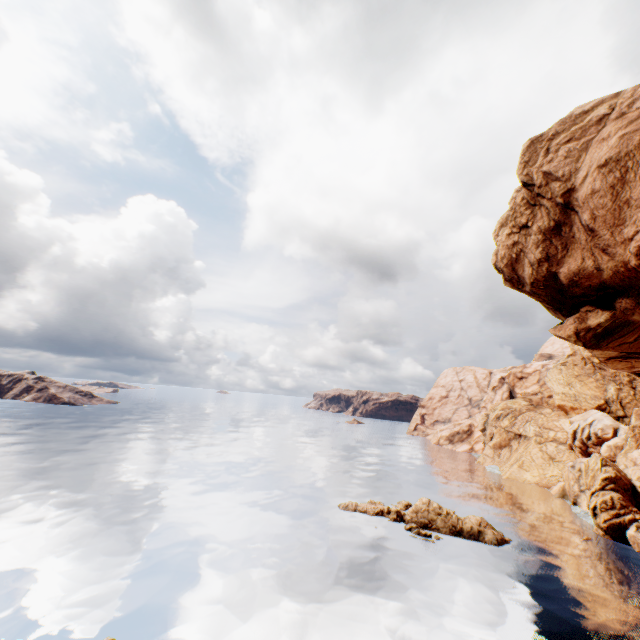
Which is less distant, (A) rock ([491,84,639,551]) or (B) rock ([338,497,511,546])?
(A) rock ([491,84,639,551])

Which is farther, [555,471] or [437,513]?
[555,471]

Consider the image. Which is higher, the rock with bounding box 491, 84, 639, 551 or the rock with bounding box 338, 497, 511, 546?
the rock with bounding box 491, 84, 639, 551

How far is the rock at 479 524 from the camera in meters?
31.9

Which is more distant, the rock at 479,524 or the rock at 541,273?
the rock at 479,524

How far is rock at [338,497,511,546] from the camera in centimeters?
3194cm
